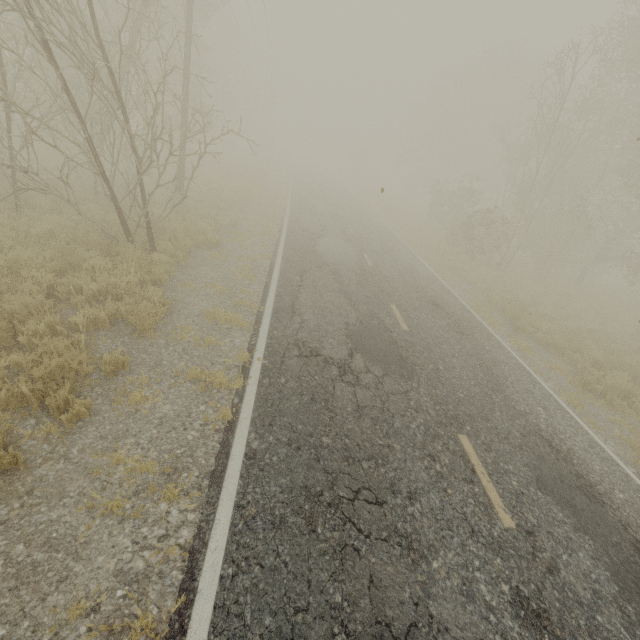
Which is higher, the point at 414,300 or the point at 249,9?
the point at 249,9

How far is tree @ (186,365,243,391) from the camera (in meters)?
5.16

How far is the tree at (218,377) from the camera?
5.16m
